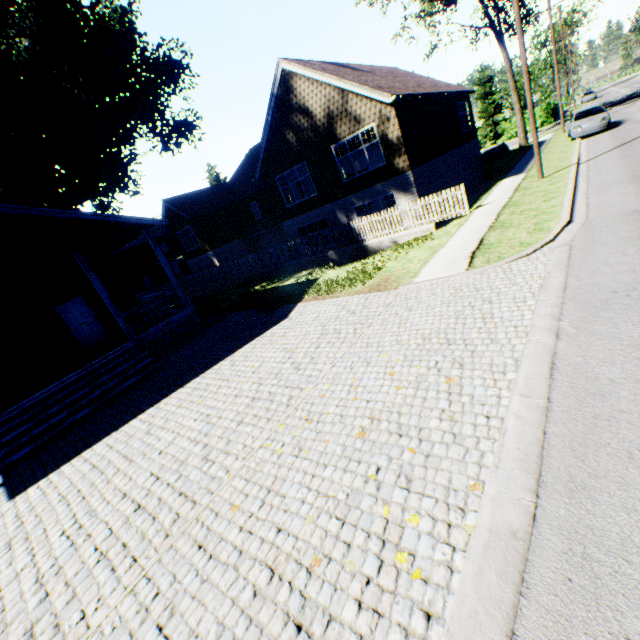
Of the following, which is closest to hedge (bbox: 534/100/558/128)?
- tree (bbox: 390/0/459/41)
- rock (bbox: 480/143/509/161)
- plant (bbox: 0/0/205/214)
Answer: tree (bbox: 390/0/459/41)

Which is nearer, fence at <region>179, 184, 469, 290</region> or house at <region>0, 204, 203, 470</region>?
house at <region>0, 204, 203, 470</region>

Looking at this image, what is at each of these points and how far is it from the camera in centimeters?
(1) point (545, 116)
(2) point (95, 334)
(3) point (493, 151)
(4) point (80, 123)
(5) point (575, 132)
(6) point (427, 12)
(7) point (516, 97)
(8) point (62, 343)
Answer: (1) hedge, 4253cm
(2) door, 1509cm
(3) rock, 3195cm
(4) plant, 2564cm
(5) car, 2038cm
(6) tree, 3212cm
(7) tree, 3036cm
(8) house, 1409cm

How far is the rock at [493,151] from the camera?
31.89m

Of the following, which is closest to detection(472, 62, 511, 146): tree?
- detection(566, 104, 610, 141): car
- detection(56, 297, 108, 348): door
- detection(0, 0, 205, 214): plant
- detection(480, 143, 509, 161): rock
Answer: detection(480, 143, 509, 161): rock

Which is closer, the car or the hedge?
the car

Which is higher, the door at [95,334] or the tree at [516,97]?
the tree at [516,97]

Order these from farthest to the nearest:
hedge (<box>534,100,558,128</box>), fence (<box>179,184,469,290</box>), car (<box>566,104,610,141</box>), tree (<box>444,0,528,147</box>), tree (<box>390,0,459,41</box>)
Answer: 1. hedge (<box>534,100,558,128</box>)
2. tree (<box>390,0,459,41</box>)
3. tree (<box>444,0,528,147</box>)
4. car (<box>566,104,610,141</box>)
5. fence (<box>179,184,469,290</box>)
